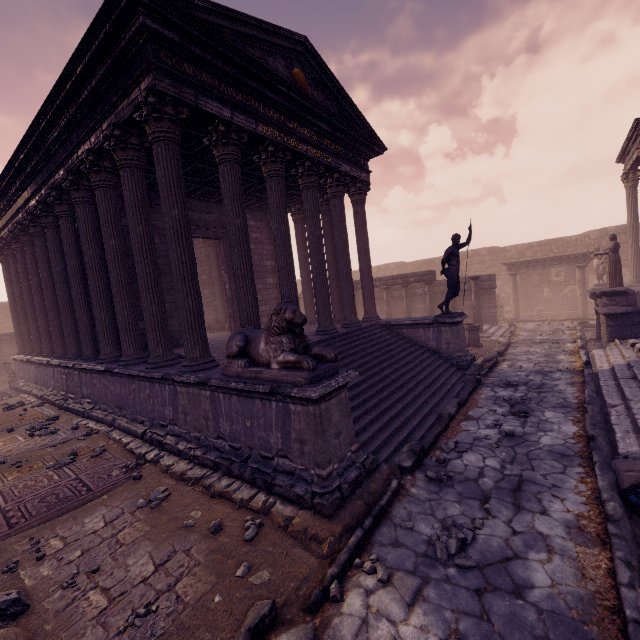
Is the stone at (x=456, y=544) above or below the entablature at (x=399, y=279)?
below

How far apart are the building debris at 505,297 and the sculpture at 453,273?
16.14m

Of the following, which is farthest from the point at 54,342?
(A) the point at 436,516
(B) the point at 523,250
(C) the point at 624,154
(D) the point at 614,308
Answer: (B) the point at 523,250

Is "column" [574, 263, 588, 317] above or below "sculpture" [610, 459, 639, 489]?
above

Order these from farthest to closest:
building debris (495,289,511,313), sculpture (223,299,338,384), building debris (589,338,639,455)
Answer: building debris (495,289,511,313) < building debris (589,338,639,455) < sculpture (223,299,338,384)

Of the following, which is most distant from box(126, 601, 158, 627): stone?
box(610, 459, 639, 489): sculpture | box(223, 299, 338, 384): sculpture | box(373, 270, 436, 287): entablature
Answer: box(373, 270, 436, 287): entablature

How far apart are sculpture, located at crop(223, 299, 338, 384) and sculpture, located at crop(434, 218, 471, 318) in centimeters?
636cm

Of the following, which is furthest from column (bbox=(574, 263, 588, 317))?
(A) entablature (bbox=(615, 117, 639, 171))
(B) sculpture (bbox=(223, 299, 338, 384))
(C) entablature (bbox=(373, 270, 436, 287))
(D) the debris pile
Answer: (D) the debris pile
